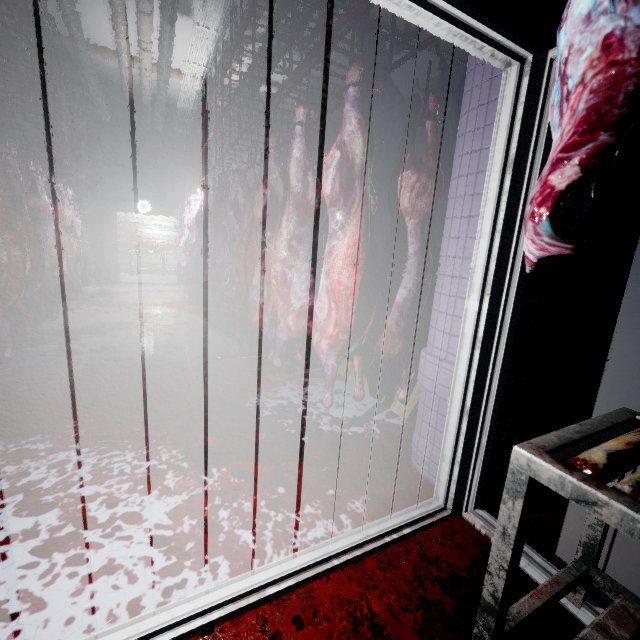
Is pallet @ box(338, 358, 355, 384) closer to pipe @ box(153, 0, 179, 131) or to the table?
the table

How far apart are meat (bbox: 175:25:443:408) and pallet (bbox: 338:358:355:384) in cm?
2

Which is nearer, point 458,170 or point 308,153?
point 458,170

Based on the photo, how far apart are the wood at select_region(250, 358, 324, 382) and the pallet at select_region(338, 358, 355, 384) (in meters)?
0.08

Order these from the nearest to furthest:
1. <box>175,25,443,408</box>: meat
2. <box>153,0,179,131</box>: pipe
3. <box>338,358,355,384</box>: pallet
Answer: <box>175,25,443,408</box>: meat → <box>338,358,355,384</box>: pallet → <box>153,0,179,131</box>: pipe

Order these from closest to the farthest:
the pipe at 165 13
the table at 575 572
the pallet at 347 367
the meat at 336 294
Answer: the table at 575 572 → the meat at 336 294 → the pallet at 347 367 → the pipe at 165 13

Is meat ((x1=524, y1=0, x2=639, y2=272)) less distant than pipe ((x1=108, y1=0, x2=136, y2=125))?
Yes

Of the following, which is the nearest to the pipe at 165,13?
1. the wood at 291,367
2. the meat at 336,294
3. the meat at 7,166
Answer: the meat at 336,294
